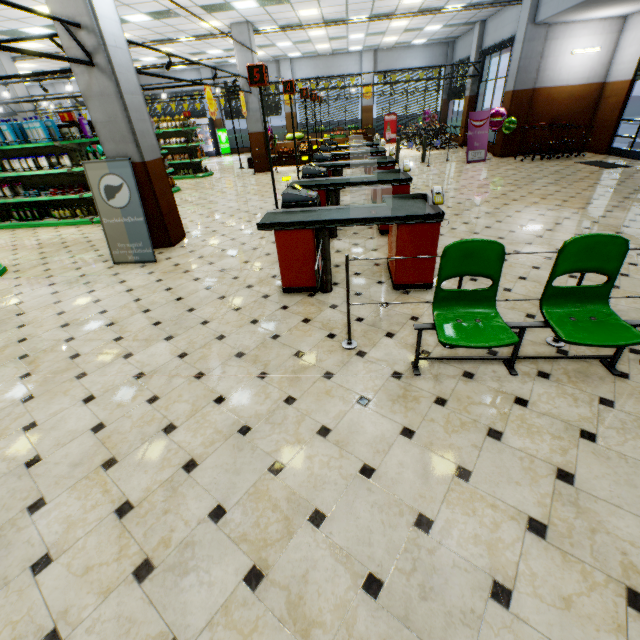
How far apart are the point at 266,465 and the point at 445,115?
24.76m

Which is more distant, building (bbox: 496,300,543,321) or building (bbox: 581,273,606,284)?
building (bbox: 581,273,606,284)

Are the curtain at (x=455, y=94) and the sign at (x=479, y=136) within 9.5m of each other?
yes

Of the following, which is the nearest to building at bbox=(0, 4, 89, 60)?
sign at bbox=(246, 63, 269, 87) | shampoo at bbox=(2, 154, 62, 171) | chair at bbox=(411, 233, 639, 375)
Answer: chair at bbox=(411, 233, 639, 375)

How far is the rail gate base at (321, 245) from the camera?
3.55m

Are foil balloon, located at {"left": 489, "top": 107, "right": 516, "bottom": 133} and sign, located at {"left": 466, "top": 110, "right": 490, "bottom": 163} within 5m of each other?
yes

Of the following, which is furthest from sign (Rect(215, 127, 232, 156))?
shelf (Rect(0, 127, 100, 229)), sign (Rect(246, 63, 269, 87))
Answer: sign (Rect(246, 63, 269, 87))

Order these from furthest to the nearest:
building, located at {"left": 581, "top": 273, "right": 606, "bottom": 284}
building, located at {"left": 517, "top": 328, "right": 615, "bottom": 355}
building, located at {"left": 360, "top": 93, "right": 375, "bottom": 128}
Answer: building, located at {"left": 360, "top": 93, "right": 375, "bottom": 128}, building, located at {"left": 581, "top": 273, "right": 606, "bottom": 284}, building, located at {"left": 517, "top": 328, "right": 615, "bottom": 355}
